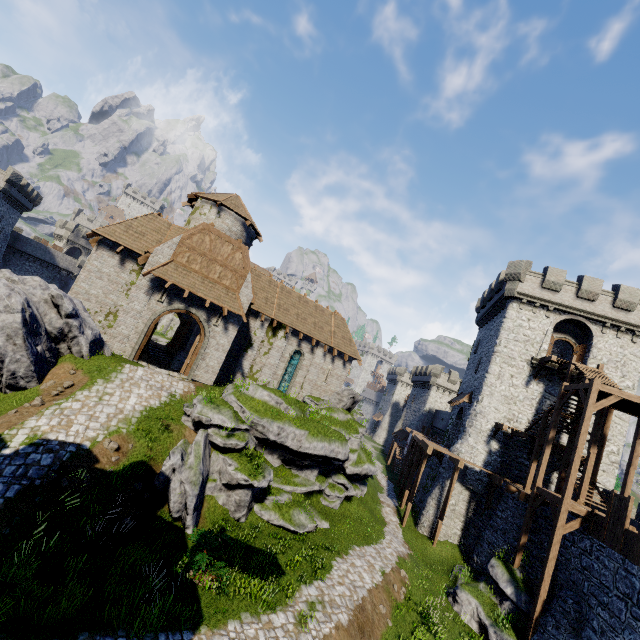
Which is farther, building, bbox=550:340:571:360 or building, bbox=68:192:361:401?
building, bbox=550:340:571:360

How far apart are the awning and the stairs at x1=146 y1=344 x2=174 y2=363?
11.2m

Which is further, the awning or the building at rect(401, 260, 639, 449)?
the building at rect(401, 260, 639, 449)

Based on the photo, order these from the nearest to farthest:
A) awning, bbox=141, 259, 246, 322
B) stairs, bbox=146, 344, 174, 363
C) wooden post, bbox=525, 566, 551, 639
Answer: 1. wooden post, bbox=525, 566, 551, 639
2. awning, bbox=141, 259, 246, 322
3. stairs, bbox=146, 344, 174, 363

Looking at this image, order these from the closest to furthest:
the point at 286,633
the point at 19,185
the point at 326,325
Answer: the point at 286,633
the point at 326,325
the point at 19,185

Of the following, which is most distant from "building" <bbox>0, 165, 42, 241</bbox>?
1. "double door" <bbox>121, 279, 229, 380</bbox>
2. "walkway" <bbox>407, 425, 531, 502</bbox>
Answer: "walkway" <bbox>407, 425, 531, 502</bbox>

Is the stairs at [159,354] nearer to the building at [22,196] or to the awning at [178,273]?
the awning at [178,273]

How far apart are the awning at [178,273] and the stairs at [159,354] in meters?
11.2
